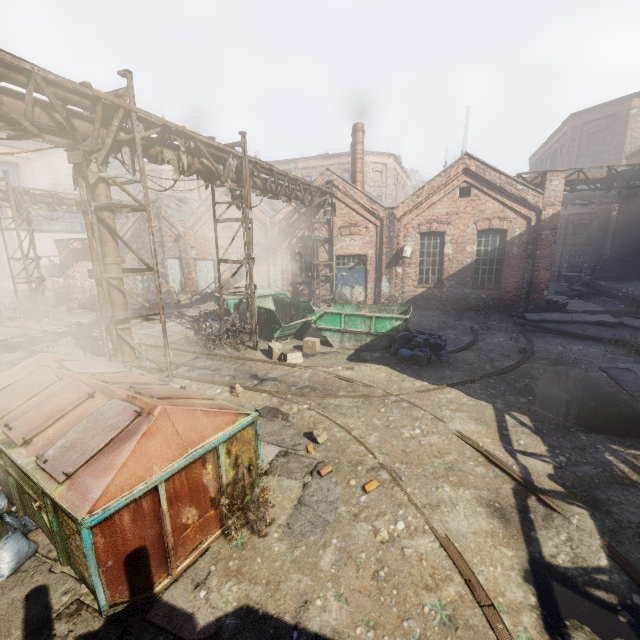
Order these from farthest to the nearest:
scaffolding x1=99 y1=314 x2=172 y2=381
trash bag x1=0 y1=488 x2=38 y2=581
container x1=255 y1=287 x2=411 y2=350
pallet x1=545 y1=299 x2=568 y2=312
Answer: pallet x1=545 y1=299 x2=568 y2=312, container x1=255 y1=287 x2=411 y2=350, scaffolding x1=99 y1=314 x2=172 y2=381, trash bag x1=0 y1=488 x2=38 y2=581

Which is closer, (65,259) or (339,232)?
(339,232)

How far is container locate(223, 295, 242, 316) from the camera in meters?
14.3

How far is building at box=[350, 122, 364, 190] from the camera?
18.47m

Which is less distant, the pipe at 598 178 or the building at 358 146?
the pipe at 598 178

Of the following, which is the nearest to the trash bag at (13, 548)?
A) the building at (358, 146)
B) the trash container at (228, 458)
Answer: the trash container at (228, 458)

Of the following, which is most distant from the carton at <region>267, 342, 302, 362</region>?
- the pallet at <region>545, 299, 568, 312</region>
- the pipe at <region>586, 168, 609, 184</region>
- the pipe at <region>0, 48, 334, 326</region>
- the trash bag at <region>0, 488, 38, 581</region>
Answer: the pipe at <region>586, 168, 609, 184</region>

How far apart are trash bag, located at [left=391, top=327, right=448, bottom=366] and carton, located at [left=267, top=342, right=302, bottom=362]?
3.0 meters
